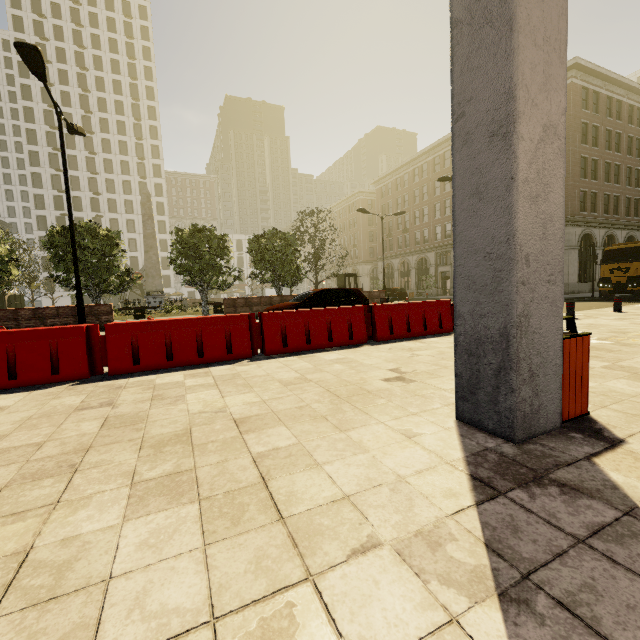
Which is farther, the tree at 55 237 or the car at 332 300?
the tree at 55 237

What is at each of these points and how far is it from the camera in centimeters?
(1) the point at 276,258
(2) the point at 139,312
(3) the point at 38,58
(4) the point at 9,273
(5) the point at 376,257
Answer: (1) tree, 2255cm
(2) bench, 2339cm
(3) street light, 847cm
(4) tree, 1673cm
(5) building, 5588cm

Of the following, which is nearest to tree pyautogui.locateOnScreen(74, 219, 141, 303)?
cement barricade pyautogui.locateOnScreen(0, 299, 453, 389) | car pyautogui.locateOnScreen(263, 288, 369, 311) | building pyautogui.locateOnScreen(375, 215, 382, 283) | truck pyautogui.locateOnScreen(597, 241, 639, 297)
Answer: building pyautogui.locateOnScreen(375, 215, 382, 283)

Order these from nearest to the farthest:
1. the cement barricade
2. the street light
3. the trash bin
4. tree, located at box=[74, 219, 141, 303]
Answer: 1. the trash bin
2. the cement barricade
3. the street light
4. tree, located at box=[74, 219, 141, 303]

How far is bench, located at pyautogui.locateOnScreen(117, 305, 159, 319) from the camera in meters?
22.8 m

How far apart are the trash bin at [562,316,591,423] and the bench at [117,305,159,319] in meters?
24.3

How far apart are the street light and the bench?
12.6m

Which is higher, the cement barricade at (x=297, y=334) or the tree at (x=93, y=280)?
the tree at (x=93, y=280)
